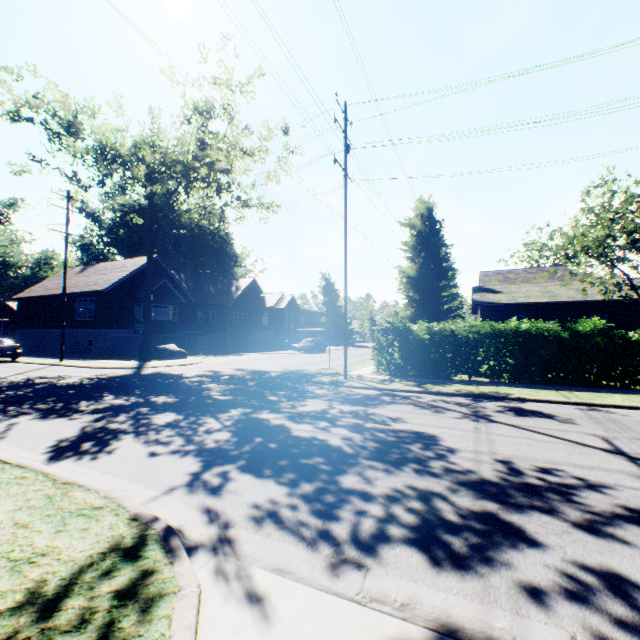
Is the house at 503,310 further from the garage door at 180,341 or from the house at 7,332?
the house at 7,332

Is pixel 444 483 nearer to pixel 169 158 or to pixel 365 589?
pixel 365 589

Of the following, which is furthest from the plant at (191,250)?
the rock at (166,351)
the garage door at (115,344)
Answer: the rock at (166,351)

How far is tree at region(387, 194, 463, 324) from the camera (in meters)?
19.61

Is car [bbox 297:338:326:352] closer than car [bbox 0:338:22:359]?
No

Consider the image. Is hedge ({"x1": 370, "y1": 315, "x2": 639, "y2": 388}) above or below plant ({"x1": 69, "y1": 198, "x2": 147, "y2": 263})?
below

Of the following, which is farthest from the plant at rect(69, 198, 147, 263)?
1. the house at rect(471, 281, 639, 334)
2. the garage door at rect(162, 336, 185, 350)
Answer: the house at rect(471, 281, 639, 334)

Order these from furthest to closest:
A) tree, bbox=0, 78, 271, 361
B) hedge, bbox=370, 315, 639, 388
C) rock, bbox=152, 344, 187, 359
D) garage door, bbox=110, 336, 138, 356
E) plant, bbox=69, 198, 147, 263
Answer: plant, bbox=69, 198, 147, 263 → garage door, bbox=110, 336, 138, 356 → rock, bbox=152, 344, 187, 359 → tree, bbox=0, 78, 271, 361 → hedge, bbox=370, 315, 639, 388
